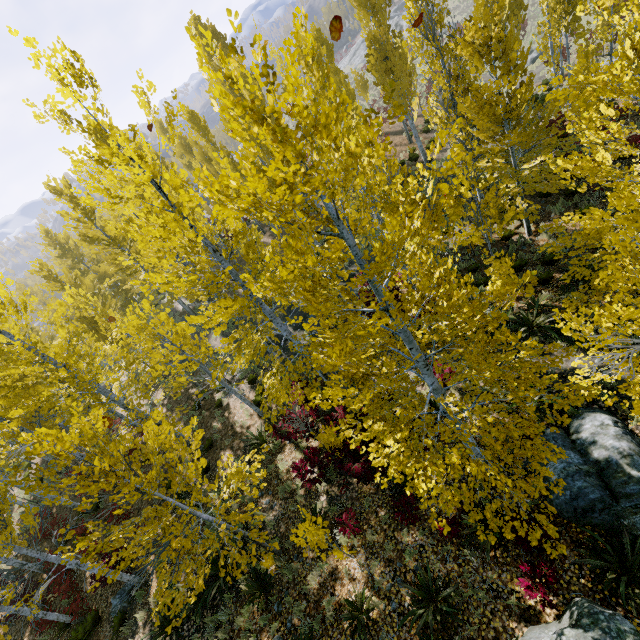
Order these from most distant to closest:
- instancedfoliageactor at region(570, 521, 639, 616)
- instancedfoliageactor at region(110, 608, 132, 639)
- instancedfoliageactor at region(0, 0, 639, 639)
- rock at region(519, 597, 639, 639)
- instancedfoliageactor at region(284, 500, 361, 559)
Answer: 1. instancedfoliageactor at region(110, 608, 132, 639)
2. instancedfoliageactor at region(284, 500, 361, 559)
3. instancedfoliageactor at region(570, 521, 639, 616)
4. rock at region(519, 597, 639, 639)
5. instancedfoliageactor at region(0, 0, 639, 639)

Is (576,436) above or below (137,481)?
below

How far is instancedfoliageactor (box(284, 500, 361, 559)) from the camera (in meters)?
6.28

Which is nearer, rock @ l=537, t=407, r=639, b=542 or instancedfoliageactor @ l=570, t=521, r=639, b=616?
instancedfoliageactor @ l=570, t=521, r=639, b=616

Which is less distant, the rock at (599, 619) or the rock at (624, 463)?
the rock at (599, 619)

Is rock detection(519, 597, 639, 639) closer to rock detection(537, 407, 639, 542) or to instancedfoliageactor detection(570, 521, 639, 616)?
instancedfoliageactor detection(570, 521, 639, 616)

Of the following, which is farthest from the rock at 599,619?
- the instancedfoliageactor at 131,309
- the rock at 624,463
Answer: the rock at 624,463

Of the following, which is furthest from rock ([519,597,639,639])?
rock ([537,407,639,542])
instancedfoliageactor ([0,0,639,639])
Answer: rock ([537,407,639,542])
